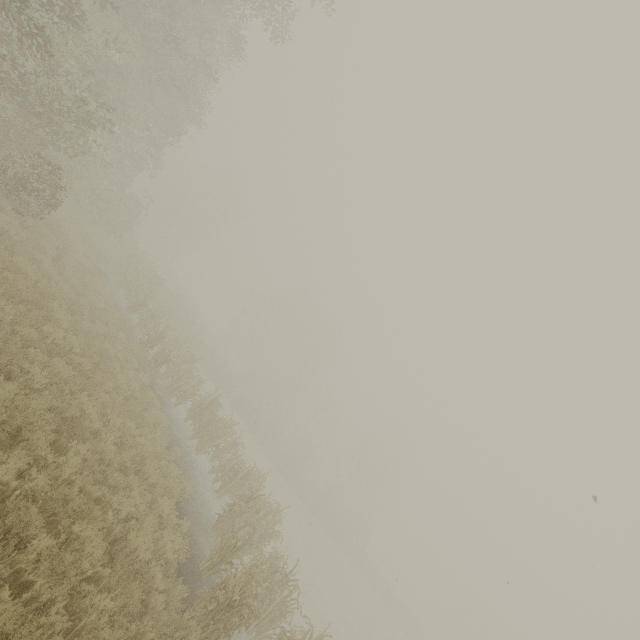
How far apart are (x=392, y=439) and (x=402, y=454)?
3.1m
